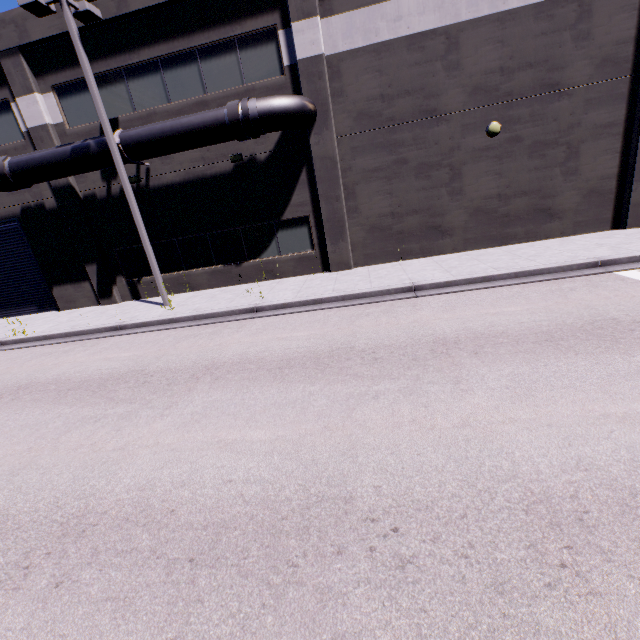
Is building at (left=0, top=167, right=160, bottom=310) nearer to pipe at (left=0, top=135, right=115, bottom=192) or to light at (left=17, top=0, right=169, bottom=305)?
pipe at (left=0, top=135, right=115, bottom=192)

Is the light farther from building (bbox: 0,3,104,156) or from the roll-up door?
the roll-up door

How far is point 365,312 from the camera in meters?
8.8 m

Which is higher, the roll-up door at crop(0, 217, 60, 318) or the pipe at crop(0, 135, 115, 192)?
the pipe at crop(0, 135, 115, 192)

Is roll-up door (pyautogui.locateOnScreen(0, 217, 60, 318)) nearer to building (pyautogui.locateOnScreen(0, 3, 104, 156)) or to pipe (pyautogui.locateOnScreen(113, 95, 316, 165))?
building (pyautogui.locateOnScreen(0, 3, 104, 156))

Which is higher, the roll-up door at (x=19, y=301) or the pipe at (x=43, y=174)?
the pipe at (x=43, y=174)

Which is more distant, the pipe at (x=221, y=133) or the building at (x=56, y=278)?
the building at (x=56, y=278)

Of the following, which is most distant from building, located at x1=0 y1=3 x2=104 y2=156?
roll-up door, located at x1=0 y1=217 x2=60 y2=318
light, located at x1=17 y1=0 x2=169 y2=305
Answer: light, located at x1=17 y1=0 x2=169 y2=305
